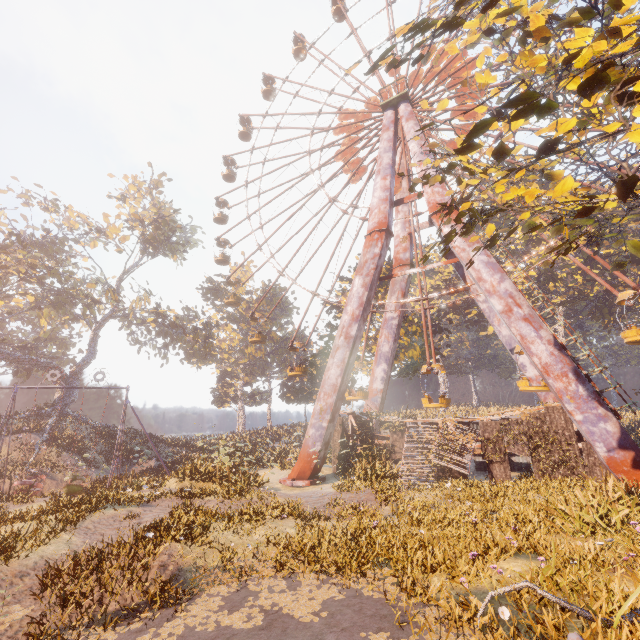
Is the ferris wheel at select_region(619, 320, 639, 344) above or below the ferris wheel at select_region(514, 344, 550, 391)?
above

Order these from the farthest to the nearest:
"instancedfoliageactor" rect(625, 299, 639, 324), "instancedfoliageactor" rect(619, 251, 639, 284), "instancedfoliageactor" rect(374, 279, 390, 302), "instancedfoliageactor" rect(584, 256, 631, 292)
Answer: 1. "instancedfoliageactor" rect(625, 299, 639, 324)
2. "instancedfoliageactor" rect(374, 279, 390, 302)
3. "instancedfoliageactor" rect(584, 256, 631, 292)
4. "instancedfoliageactor" rect(619, 251, 639, 284)

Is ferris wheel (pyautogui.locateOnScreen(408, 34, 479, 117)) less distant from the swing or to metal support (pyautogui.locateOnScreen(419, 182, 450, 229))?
metal support (pyautogui.locateOnScreen(419, 182, 450, 229))

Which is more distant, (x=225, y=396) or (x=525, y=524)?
(x=225, y=396)

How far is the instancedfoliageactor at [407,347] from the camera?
30.8 meters

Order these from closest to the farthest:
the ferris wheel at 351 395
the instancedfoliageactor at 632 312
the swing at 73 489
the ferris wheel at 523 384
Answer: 1. the ferris wheel at 523 384
2. the swing at 73 489
3. the ferris wheel at 351 395
4. the instancedfoliageactor at 632 312

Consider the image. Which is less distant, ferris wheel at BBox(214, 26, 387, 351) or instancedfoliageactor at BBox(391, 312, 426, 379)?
ferris wheel at BBox(214, 26, 387, 351)

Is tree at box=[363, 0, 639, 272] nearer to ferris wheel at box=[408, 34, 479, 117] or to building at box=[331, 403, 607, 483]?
ferris wheel at box=[408, 34, 479, 117]
